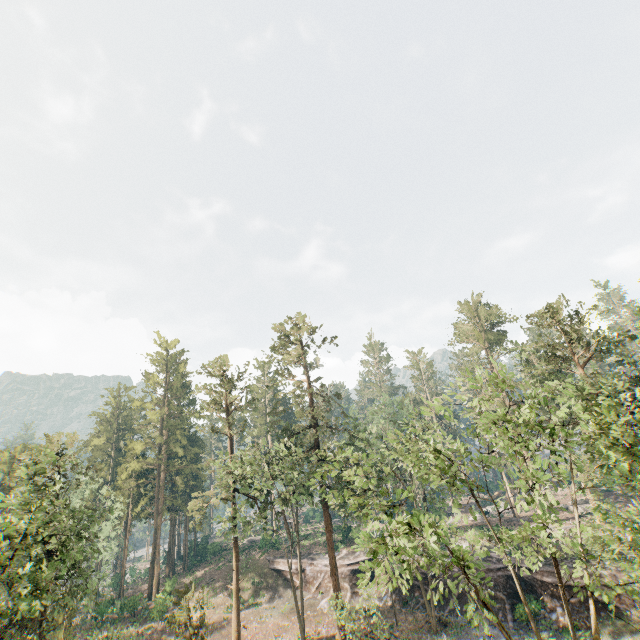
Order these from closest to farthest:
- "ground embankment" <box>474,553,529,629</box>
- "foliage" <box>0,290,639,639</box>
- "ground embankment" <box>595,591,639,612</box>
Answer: "foliage" <box>0,290,639,639</box>, "ground embankment" <box>595,591,639,612</box>, "ground embankment" <box>474,553,529,629</box>

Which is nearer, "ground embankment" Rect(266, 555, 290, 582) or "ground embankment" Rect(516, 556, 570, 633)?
"ground embankment" Rect(516, 556, 570, 633)

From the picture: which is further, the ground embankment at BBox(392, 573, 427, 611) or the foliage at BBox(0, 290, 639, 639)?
the ground embankment at BBox(392, 573, 427, 611)

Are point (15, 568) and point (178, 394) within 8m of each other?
no

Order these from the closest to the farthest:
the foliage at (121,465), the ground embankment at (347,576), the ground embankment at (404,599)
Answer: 1. the foliage at (121,465)
2. the ground embankment at (404,599)
3. the ground embankment at (347,576)

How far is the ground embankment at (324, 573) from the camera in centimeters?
3828cm

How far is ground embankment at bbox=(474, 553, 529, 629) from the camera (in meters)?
27.99
